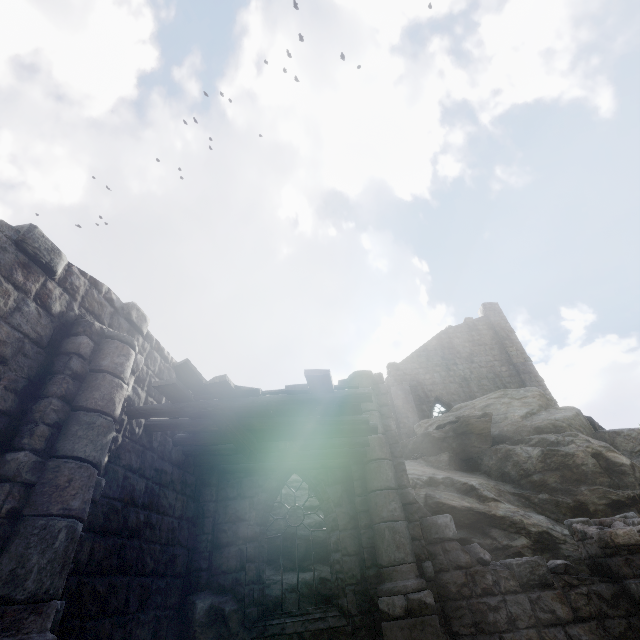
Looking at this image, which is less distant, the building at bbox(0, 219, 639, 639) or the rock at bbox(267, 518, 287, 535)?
the building at bbox(0, 219, 639, 639)

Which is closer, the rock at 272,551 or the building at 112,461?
the building at 112,461

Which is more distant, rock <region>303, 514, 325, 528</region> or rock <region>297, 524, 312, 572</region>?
rock <region>303, 514, 325, 528</region>

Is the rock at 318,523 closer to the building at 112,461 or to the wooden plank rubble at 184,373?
the building at 112,461

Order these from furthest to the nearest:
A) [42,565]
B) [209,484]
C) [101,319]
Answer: [209,484]
[101,319]
[42,565]

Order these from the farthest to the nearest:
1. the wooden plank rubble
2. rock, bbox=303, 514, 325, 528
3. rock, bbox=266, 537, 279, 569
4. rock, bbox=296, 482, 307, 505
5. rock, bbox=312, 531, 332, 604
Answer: rock, bbox=296, 482, 307, 505
rock, bbox=303, 514, 325, 528
rock, bbox=266, 537, 279, 569
rock, bbox=312, 531, 332, 604
the wooden plank rubble

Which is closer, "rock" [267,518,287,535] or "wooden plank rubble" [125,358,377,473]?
"wooden plank rubble" [125,358,377,473]
